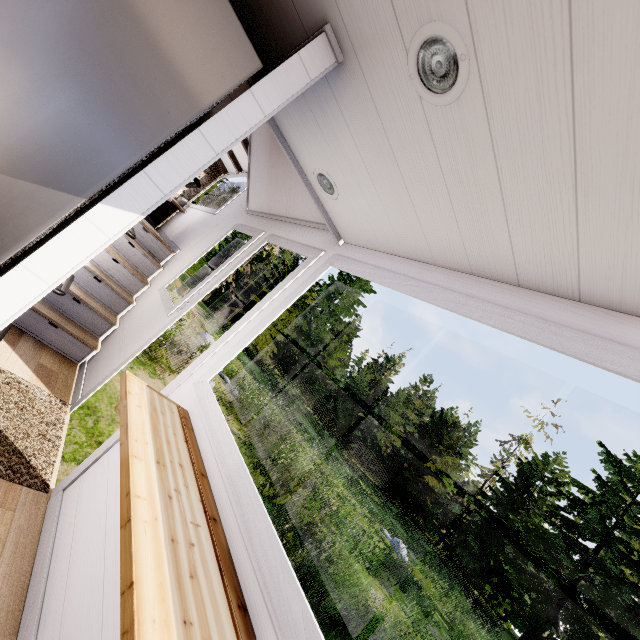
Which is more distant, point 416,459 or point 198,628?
point 416,459

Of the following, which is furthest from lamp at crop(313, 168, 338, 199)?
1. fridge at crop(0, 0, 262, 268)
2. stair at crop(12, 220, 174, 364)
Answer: stair at crop(12, 220, 174, 364)

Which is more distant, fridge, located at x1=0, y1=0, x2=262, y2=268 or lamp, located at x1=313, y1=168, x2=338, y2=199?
lamp, located at x1=313, y1=168, x2=338, y2=199

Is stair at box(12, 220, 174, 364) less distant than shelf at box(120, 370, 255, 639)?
No

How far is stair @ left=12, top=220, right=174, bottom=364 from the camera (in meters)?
3.34

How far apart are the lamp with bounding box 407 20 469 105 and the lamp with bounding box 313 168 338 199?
0.85m

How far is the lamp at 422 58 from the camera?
0.9 meters

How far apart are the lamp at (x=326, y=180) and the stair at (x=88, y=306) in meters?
3.2
